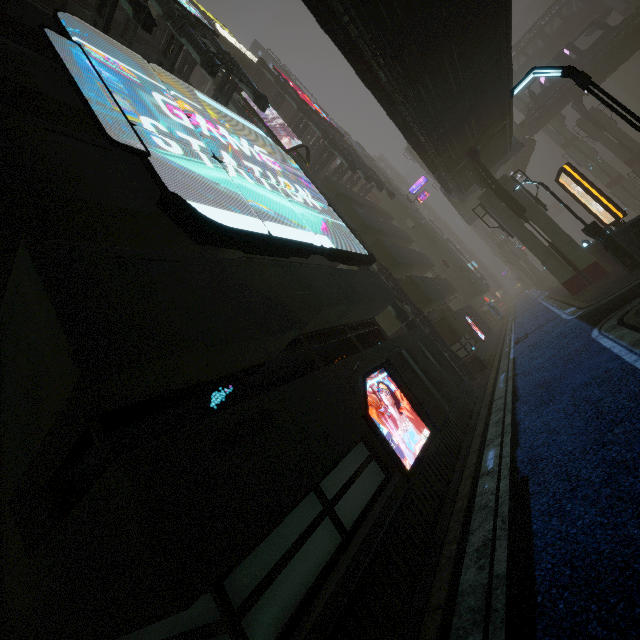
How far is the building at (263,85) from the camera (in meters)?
27.83

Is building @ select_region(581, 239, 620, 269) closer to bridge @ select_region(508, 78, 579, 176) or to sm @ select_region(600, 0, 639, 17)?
sm @ select_region(600, 0, 639, 17)

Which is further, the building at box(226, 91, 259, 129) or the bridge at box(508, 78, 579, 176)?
the bridge at box(508, 78, 579, 176)

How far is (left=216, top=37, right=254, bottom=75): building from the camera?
25.4 meters

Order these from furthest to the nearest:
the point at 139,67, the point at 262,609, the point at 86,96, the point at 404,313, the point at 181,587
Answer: the point at 404,313
the point at 139,67
the point at 86,96
the point at 262,609
the point at 181,587

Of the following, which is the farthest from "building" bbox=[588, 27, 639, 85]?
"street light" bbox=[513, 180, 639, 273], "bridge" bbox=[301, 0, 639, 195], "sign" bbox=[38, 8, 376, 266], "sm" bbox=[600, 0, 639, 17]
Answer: "sign" bbox=[38, 8, 376, 266]

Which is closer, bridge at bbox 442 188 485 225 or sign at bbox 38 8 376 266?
sign at bbox 38 8 376 266

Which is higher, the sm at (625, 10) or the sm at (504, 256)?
the sm at (625, 10)
